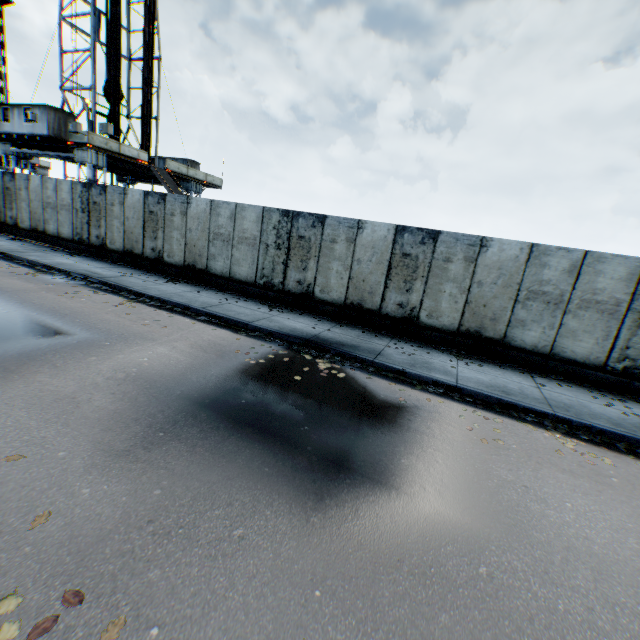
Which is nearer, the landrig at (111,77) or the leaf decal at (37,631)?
the leaf decal at (37,631)

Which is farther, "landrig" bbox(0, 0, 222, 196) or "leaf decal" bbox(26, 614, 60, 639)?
"landrig" bbox(0, 0, 222, 196)

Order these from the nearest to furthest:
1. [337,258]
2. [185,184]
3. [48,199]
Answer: [337,258] → [48,199] → [185,184]

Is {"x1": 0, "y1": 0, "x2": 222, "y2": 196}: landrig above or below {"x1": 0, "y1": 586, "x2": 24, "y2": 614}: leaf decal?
above
